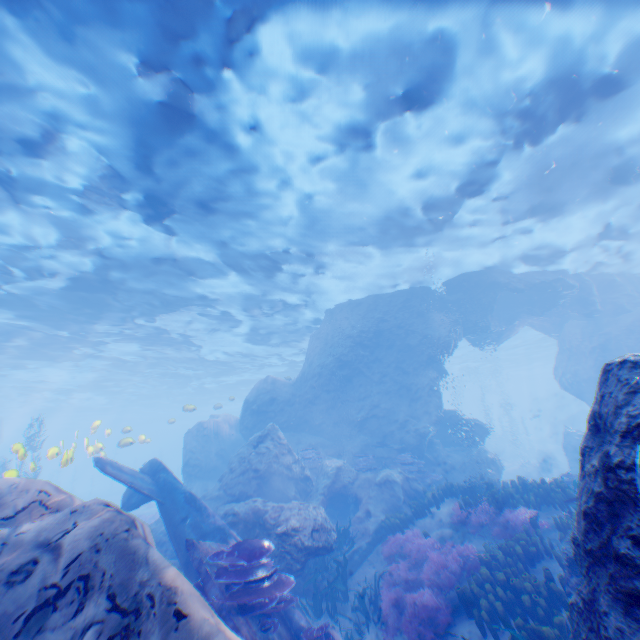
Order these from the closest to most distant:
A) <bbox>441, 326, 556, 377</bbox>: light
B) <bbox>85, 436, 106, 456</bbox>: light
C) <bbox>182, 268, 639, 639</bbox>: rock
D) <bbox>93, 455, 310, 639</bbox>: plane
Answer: <bbox>182, 268, 639, 639</bbox>: rock < <bbox>93, 455, 310, 639</bbox>: plane < <bbox>85, 436, 106, 456</bbox>: light < <bbox>441, 326, 556, 377</bbox>: light

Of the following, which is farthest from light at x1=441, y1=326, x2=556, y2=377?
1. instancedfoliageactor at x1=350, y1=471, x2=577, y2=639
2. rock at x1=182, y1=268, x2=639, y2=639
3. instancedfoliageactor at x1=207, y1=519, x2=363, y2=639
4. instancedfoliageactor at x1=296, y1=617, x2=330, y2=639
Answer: instancedfoliageactor at x1=296, y1=617, x2=330, y2=639

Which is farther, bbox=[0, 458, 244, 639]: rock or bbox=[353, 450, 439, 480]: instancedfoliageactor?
bbox=[353, 450, 439, 480]: instancedfoliageactor

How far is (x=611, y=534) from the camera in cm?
289

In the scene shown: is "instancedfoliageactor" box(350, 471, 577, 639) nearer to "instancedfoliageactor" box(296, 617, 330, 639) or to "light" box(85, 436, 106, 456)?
"instancedfoliageactor" box(296, 617, 330, 639)

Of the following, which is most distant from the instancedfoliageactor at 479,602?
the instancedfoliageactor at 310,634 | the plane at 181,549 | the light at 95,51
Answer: the light at 95,51

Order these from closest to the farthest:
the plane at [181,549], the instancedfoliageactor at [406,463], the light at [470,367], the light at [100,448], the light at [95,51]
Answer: the plane at [181,549] < the light at [95,51] < the light at [100,448] < the instancedfoliageactor at [406,463] < the light at [470,367]

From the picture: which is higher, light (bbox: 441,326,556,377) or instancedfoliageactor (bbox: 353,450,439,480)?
light (bbox: 441,326,556,377)
